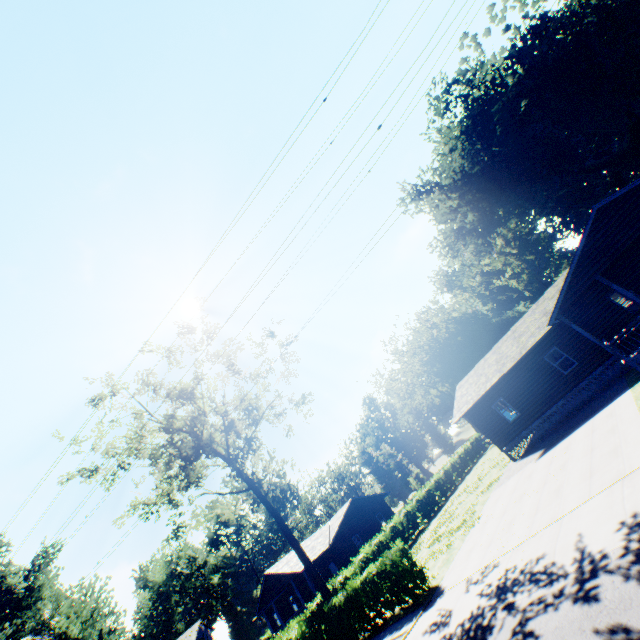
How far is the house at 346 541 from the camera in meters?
33.8

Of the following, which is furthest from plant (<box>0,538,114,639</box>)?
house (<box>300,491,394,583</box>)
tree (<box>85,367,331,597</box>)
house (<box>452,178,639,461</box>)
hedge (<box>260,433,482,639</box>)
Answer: house (<box>300,491,394,583</box>)

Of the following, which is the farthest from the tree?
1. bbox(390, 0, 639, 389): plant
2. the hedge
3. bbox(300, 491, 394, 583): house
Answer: bbox(390, 0, 639, 389): plant

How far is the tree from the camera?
22.05m

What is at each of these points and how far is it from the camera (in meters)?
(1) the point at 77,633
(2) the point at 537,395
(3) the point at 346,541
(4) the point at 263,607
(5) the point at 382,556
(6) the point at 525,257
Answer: (1) plant, 28.92
(2) house, 21.88
(3) house, 34.72
(4) house, 34.47
(5) hedge, 27.67
(6) plant, 47.22

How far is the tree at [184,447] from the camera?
22.05m

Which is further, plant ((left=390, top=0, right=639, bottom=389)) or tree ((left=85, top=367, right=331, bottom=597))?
plant ((left=390, top=0, right=639, bottom=389))

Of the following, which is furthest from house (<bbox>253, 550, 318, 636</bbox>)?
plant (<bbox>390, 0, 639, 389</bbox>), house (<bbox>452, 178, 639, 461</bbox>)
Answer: house (<bbox>452, 178, 639, 461</bbox>)
